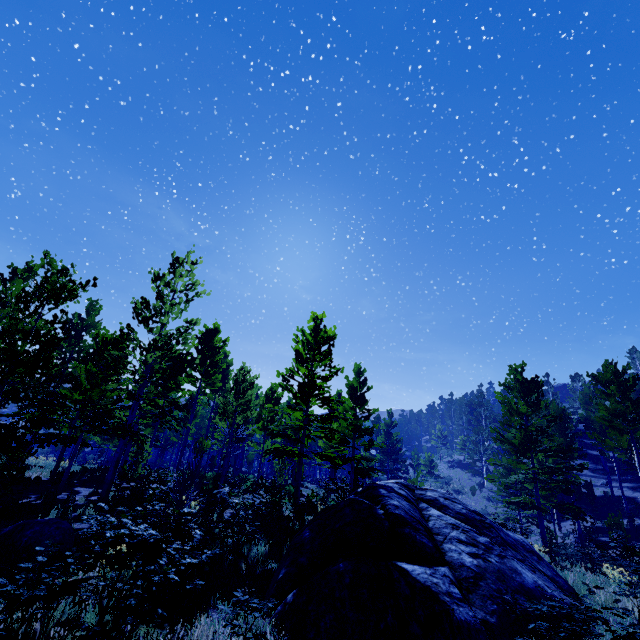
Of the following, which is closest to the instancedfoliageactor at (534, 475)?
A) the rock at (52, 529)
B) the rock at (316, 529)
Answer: the rock at (316, 529)

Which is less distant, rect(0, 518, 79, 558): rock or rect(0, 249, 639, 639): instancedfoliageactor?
rect(0, 249, 639, 639): instancedfoliageactor

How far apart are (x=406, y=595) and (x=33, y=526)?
8.94m

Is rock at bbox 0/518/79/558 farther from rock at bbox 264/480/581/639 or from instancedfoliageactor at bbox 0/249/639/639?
rock at bbox 264/480/581/639

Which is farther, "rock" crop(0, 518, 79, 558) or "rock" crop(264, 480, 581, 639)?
"rock" crop(0, 518, 79, 558)

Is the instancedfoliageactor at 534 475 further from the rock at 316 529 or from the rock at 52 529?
the rock at 52 529

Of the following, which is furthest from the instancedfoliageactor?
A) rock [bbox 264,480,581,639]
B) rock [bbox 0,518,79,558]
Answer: rock [bbox 0,518,79,558]
